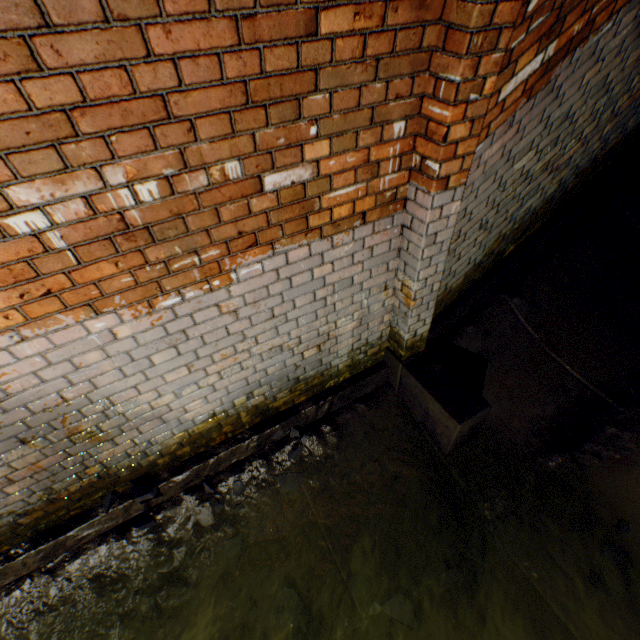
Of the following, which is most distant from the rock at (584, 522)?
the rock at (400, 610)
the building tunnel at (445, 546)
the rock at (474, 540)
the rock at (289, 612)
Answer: A: the rock at (289, 612)

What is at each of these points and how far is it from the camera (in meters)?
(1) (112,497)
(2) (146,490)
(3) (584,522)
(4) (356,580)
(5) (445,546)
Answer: (1) rock, 2.38
(2) rock, 2.42
(3) rock, 2.44
(4) rock, 2.42
(5) building tunnel, 2.56

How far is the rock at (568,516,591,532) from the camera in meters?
2.4

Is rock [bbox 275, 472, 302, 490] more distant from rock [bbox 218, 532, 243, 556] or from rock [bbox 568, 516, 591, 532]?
rock [bbox 568, 516, 591, 532]

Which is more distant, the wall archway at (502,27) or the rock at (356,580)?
the rock at (356,580)

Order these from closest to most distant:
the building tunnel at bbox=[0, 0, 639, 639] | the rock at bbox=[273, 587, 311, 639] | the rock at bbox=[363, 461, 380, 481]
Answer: the building tunnel at bbox=[0, 0, 639, 639] → the rock at bbox=[273, 587, 311, 639] → the rock at bbox=[363, 461, 380, 481]

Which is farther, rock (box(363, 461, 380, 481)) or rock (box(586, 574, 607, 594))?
rock (box(363, 461, 380, 481))

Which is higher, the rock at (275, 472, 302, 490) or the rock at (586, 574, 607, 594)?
the rock at (275, 472, 302, 490)
